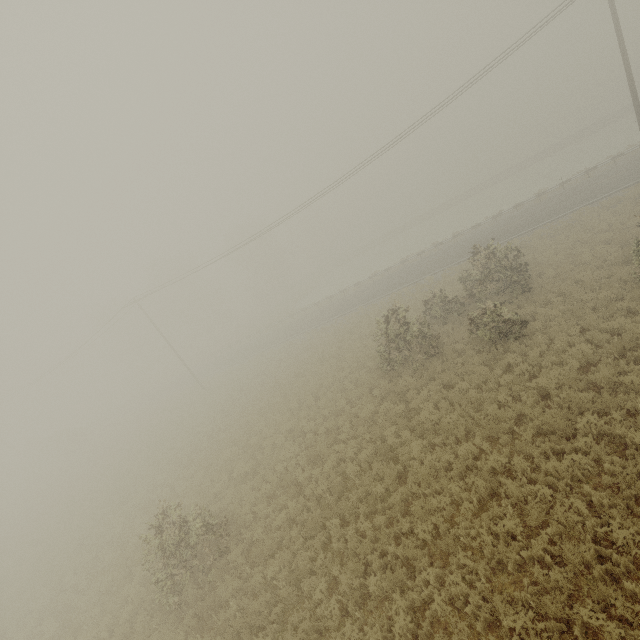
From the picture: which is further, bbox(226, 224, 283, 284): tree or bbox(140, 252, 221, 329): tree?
bbox(226, 224, 283, 284): tree

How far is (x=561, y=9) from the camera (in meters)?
15.83

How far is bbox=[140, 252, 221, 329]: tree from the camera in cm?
5428

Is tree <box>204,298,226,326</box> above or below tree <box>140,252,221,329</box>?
below

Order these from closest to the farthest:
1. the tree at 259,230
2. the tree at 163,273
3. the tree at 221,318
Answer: the tree at 163,273
the tree at 259,230
the tree at 221,318

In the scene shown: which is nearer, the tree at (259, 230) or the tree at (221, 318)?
the tree at (259, 230)
